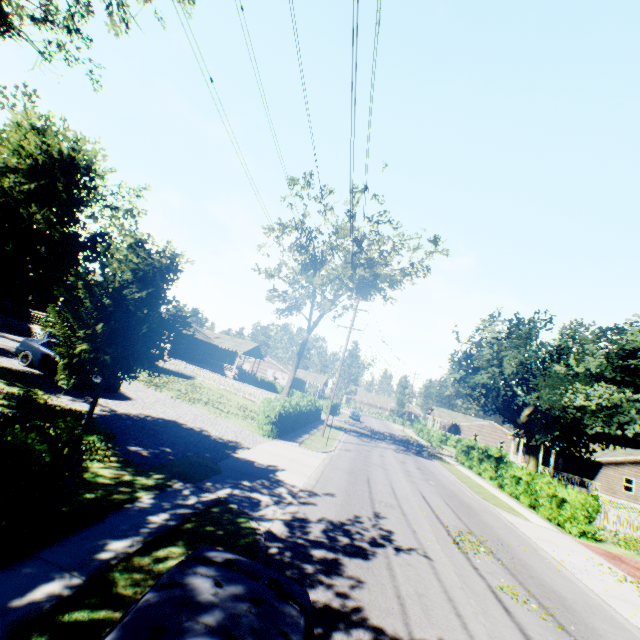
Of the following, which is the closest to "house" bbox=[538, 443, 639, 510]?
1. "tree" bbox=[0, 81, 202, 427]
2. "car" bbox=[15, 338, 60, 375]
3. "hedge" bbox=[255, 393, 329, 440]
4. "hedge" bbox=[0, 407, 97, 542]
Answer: "hedge" bbox=[255, 393, 329, 440]

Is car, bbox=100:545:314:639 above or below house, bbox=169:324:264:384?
below

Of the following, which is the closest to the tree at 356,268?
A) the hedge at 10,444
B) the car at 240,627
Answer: the hedge at 10,444

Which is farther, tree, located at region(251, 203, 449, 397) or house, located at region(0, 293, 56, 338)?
tree, located at region(251, 203, 449, 397)

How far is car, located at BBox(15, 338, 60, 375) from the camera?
14.5 meters

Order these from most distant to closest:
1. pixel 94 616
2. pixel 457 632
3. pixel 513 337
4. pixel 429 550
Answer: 1. pixel 513 337
2. pixel 429 550
3. pixel 457 632
4. pixel 94 616

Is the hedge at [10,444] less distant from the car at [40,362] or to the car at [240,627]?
the car at [240,627]

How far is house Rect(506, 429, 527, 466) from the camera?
43.03m
